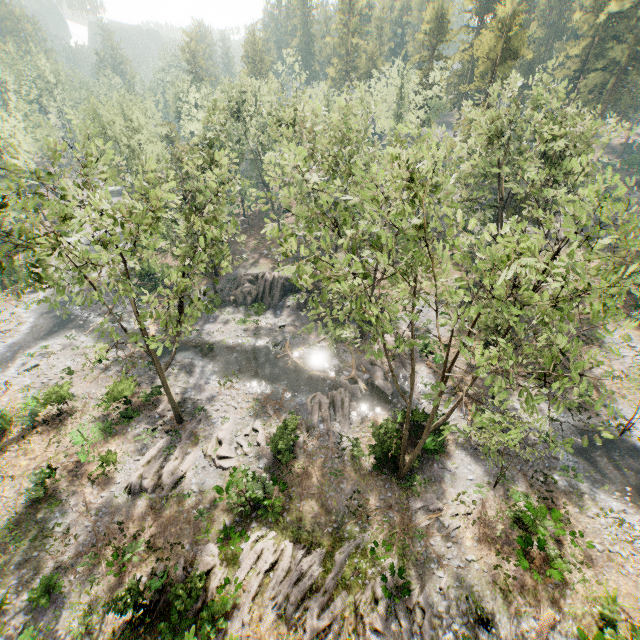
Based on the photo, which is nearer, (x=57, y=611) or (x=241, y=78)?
(x=57, y=611)

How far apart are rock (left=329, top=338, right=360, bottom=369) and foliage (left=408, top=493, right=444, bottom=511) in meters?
11.6 m

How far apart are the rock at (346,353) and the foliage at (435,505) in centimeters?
1159cm

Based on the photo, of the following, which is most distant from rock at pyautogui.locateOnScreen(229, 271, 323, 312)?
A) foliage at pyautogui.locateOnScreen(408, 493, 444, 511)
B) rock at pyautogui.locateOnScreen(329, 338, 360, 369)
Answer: foliage at pyautogui.locateOnScreen(408, 493, 444, 511)

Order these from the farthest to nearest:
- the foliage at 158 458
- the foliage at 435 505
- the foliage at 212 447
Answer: the foliage at 212 447
the foliage at 158 458
the foliage at 435 505

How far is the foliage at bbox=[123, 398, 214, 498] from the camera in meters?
20.5 m

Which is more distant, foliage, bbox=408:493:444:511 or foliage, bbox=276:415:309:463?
foliage, bbox=276:415:309:463
